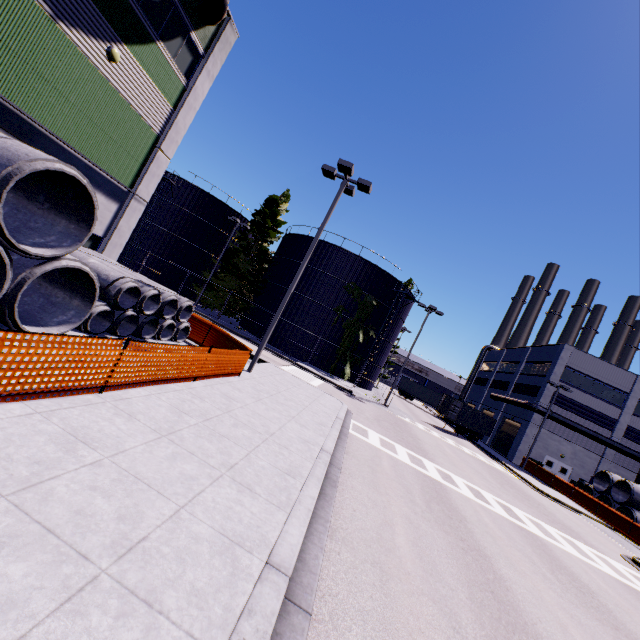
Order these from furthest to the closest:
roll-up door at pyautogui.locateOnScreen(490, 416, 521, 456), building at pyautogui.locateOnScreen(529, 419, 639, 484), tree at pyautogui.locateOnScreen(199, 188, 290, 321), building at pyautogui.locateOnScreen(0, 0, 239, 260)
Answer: roll-up door at pyautogui.locateOnScreen(490, 416, 521, 456) < building at pyautogui.locateOnScreen(529, 419, 639, 484) < tree at pyautogui.locateOnScreen(199, 188, 290, 321) < building at pyautogui.locateOnScreen(0, 0, 239, 260)

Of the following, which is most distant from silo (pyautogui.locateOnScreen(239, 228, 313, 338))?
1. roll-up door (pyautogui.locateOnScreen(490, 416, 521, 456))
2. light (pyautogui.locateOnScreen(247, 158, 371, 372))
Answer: light (pyautogui.locateOnScreen(247, 158, 371, 372))

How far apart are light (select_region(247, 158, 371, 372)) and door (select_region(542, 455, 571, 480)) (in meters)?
38.12

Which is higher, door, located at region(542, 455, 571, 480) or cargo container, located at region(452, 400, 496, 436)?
cargo container, located at region(452, 400, 496, 436)

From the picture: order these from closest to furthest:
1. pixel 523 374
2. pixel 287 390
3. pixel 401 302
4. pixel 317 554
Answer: pixel 317 554 < pixel 287 390 < pixel 401 302 < pixel 523 374

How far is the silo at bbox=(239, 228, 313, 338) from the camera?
34.03m

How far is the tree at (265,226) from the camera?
34.03m

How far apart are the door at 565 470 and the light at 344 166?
38.1 meters
